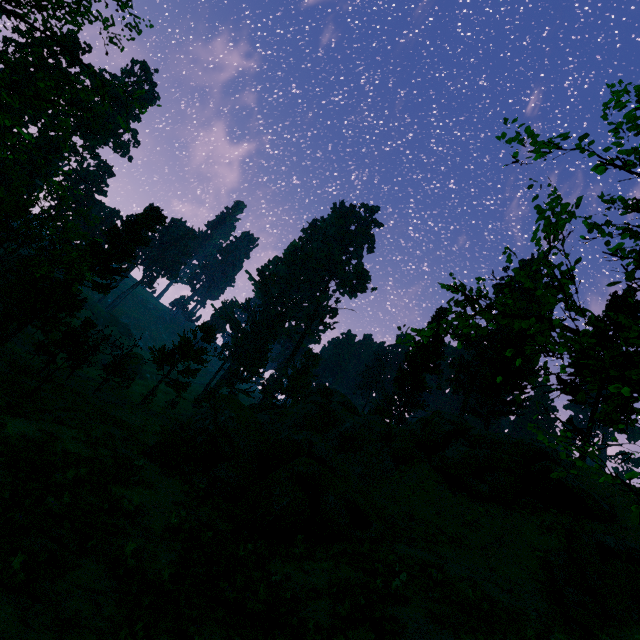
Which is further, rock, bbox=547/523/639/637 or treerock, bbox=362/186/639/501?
rock, bbox=547/523/639/637

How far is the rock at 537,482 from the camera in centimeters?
1336cm

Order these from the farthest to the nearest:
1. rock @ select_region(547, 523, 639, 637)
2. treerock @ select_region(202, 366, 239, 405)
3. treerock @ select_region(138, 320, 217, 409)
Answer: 1. treerock @ select_region(202, 366, 239, 405)
2. treerock @ select_region(138, 320, 217, 409)
3. rock @ select_region(547, 523, 639, 637)

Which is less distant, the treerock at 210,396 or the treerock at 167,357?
the treerock at 167,357

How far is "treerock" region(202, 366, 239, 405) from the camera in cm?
4456

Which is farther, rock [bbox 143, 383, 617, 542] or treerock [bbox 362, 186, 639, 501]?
rock [bbox 143, 383, 617, 542]

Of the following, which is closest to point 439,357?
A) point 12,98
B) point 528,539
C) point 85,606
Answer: point 528,539
